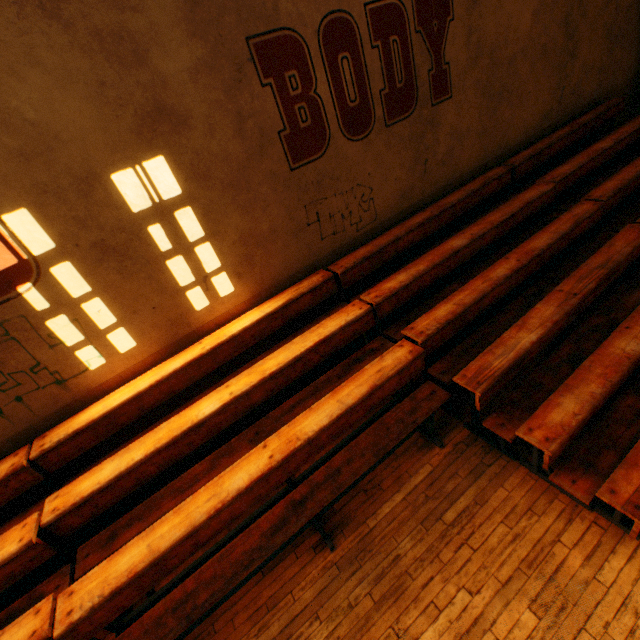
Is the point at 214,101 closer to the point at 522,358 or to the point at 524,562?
the point at 522,358
